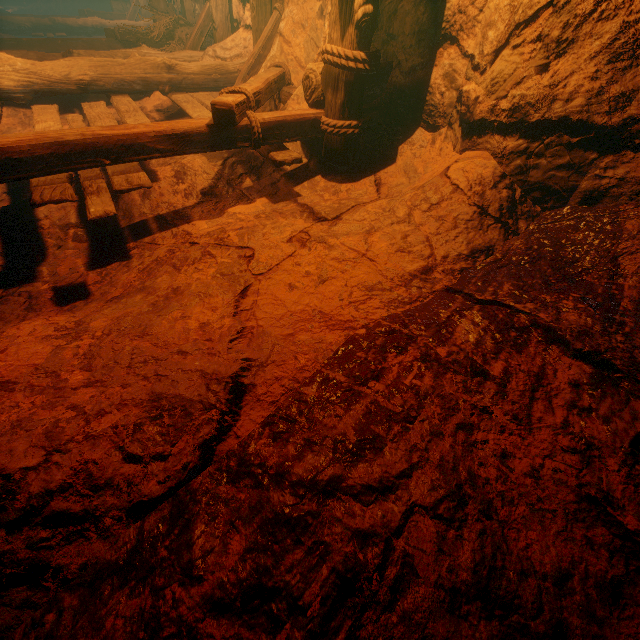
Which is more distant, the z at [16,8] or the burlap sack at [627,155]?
the z at [16,8]

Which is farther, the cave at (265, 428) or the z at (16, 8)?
the z at (16, 8)

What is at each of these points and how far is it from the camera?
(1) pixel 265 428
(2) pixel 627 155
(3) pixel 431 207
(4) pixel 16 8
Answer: (1) cave, 1.3 meters
(2) burlap sack, 1.9 meters
(3) burlap sack, 2.4 meters
(4) z, 14.7 meters

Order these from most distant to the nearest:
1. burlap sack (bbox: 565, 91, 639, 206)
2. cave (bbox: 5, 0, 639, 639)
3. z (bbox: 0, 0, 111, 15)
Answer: z (bbox: 0, 0, 111, 15) < burlap sack (bbox: 565, 91, 639, 206) < cave (bbox: 5, 0, 639, 639)

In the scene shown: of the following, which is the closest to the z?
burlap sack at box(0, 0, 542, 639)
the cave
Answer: burlap sack at box(0, 0, 542, 639)

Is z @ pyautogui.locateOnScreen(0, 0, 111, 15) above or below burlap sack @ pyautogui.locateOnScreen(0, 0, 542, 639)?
above

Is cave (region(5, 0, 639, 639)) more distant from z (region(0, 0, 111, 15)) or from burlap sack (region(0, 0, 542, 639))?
z (region(0, 0, 111, 15))
